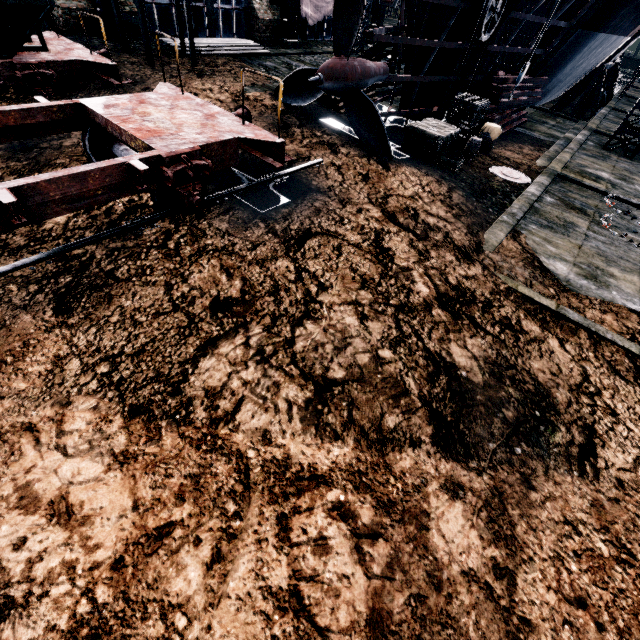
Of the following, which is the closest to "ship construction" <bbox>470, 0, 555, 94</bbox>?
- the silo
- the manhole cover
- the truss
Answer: the truss

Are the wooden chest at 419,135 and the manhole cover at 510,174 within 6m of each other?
yes

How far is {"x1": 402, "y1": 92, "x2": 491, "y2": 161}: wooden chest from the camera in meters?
12.7 m

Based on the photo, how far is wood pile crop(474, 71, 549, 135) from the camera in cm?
1714

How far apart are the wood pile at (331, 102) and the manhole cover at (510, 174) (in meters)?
7.29

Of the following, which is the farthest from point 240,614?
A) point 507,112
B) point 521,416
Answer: point 507,112

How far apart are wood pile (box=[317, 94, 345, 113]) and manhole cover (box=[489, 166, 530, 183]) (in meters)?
7.29

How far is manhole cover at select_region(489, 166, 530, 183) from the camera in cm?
1333
